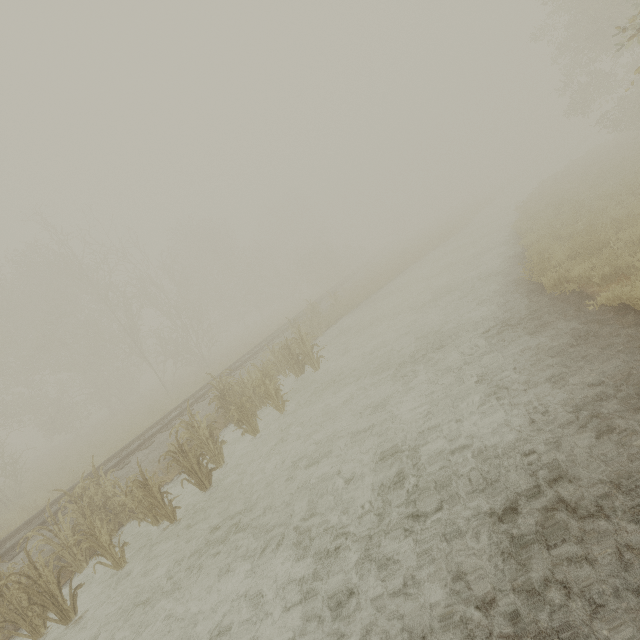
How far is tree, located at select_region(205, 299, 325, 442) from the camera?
9.1m

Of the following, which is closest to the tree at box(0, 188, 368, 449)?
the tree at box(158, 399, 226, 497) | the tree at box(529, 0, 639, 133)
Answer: the tree at box(529, 0, 639, 133)

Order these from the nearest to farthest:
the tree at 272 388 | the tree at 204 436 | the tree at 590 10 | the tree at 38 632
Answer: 1. the tree at 38 632
2. the tree at 204 436
3. the tree at 272 388
4. the tree at 590 10

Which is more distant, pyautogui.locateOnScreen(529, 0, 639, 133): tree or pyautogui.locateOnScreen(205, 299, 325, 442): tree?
pyautogui.locateOnScreen(529, 0, 639, 133): tree

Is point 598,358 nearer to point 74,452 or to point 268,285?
point 74,452

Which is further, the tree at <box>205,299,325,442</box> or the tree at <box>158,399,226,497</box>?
the tree at <box>205,299,325,442</box>

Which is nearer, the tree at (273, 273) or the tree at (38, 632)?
the tree at (38, 632)

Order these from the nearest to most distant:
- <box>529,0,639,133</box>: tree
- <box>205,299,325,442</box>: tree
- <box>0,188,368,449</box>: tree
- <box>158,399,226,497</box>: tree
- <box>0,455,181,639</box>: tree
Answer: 1. <box>0,455,181,639</box>: tree
2. <box>158,399,226,497</box>: tree
3. <box>205,299,325,442</box>: tree
4. <box>529,0,639,133</box>: tree
5. <box>0,188,368,449</box>: tree
